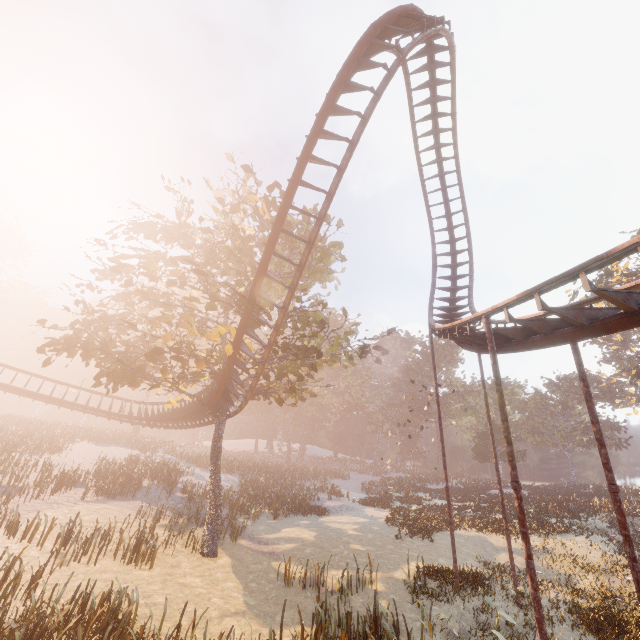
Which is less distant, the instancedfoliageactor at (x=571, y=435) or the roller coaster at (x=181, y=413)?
the roller coaster at (x=181, y=413)

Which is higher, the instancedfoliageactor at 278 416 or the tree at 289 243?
the tree at 289 243

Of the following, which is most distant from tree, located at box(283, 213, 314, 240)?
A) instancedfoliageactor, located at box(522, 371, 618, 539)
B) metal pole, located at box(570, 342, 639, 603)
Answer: instancedfoliageactor, located at box(522, 371, 618, 539)

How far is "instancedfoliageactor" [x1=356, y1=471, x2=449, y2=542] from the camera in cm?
2167

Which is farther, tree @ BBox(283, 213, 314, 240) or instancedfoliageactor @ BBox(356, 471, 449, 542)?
instancedfoliageactor @ BBox(356, 471, 449, 542)

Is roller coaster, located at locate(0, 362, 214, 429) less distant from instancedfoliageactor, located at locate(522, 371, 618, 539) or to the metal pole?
the metal pole

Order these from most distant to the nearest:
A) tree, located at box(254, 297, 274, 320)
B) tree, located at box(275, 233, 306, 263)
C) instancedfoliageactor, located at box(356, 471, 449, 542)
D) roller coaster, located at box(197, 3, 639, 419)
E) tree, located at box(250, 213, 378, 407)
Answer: instancedfoliageactor, located at box(356, 471, 449, 542) < tree, located at box(275, 233, 306, 263) < tree, located at box(250, 213, 378, 407) < tree, located at box(254, 297, 274, 320) < roller coaster, located at box(197, 3, 639, 419)

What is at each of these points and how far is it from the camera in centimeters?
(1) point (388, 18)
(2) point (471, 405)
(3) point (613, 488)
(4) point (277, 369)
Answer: (1) roller coaster, 1120cm
(2) instancedfoliageactor, 5834cm
(3) metal pole, 691cm
(4) tree, 1617cm
